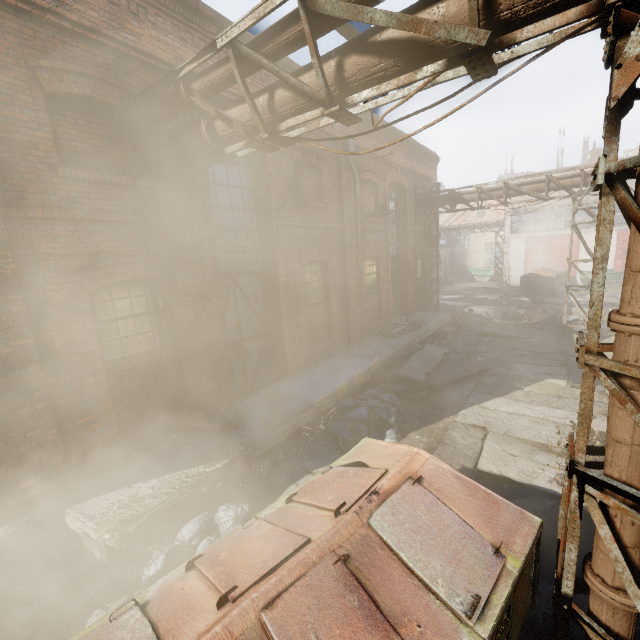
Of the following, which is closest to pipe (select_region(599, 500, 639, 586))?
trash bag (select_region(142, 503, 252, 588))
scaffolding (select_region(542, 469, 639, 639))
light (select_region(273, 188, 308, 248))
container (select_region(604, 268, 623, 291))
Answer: scaffolding (select_region(542, 469, 639, 639))

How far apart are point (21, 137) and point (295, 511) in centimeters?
565cm

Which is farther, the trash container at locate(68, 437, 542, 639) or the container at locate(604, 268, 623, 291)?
the container at locate(604, 268, 623, 291)

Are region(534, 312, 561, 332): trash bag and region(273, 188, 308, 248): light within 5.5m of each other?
no

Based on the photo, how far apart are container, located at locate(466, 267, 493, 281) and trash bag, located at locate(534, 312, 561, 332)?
20.1 meters

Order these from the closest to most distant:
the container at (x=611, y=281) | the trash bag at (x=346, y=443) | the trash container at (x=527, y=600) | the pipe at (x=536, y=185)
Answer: the trash container at (x=527, y=600) → the trash bag at (x=346, y=443) → the pipe at (x=536, y=185) → the container at (x=611, y=281)

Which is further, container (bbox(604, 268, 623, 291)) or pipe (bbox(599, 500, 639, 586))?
container (bbox(604, 268, 623, 291))

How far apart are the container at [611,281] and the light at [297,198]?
24.96m
